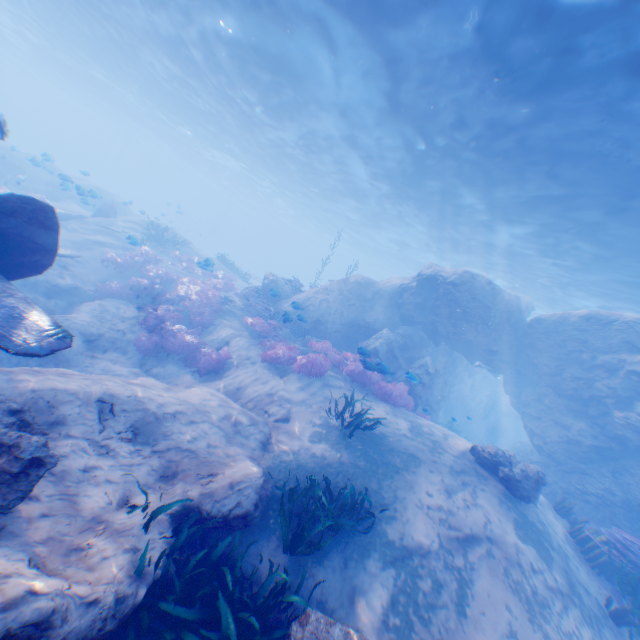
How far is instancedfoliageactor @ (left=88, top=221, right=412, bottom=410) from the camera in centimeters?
1196cm

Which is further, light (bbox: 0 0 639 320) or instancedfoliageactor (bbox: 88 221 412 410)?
instancedfoliageactor (bbox: 88 221 412 410)

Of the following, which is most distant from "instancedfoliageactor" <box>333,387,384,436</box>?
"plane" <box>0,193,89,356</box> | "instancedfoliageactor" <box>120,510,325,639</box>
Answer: "plane" <box>0,193,89,356</box>

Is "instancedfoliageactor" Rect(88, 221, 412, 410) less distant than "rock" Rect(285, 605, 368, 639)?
No

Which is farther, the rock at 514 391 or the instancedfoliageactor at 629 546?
the rock at 514 391

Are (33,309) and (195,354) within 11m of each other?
yes

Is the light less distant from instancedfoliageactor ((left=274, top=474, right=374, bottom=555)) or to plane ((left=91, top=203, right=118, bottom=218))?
plane ((left=91, top=203, right=118, bottom=218))

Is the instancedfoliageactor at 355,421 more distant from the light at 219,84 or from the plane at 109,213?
the light at 219,84
